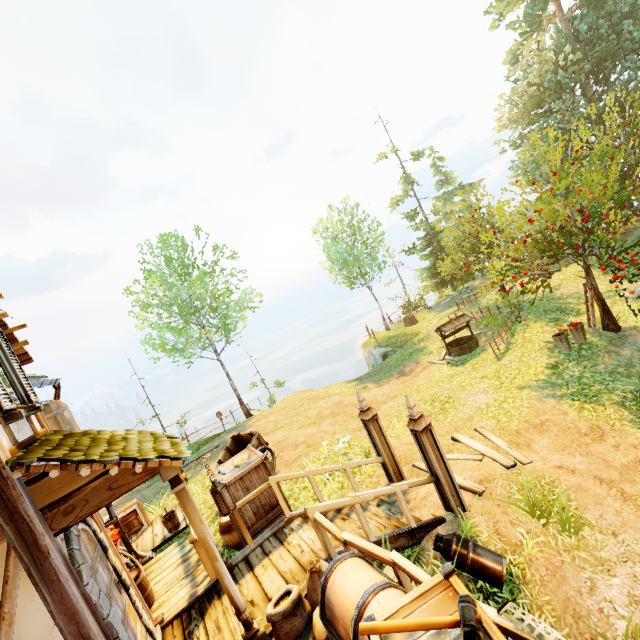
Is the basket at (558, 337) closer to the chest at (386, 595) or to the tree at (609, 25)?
the tree at (609, 25)

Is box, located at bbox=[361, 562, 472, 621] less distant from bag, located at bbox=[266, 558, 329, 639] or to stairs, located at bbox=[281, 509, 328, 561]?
bag, located at bbox=[266, 558, 329, 639]

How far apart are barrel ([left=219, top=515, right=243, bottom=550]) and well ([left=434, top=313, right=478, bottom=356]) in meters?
10.9 m

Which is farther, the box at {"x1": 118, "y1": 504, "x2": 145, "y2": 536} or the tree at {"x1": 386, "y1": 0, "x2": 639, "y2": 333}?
the tree at {"x1": 386, "y1": 0, "x2": 639, "y2": 333}

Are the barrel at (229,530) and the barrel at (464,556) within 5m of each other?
yes

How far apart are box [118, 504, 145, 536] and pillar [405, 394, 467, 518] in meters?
9.3 m

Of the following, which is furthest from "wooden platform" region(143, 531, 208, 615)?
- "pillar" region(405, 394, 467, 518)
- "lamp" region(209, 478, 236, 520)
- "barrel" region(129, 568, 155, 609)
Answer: "pillar" region(405, 394, 467, 518)

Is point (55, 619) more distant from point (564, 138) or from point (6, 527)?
point (564, 138)
